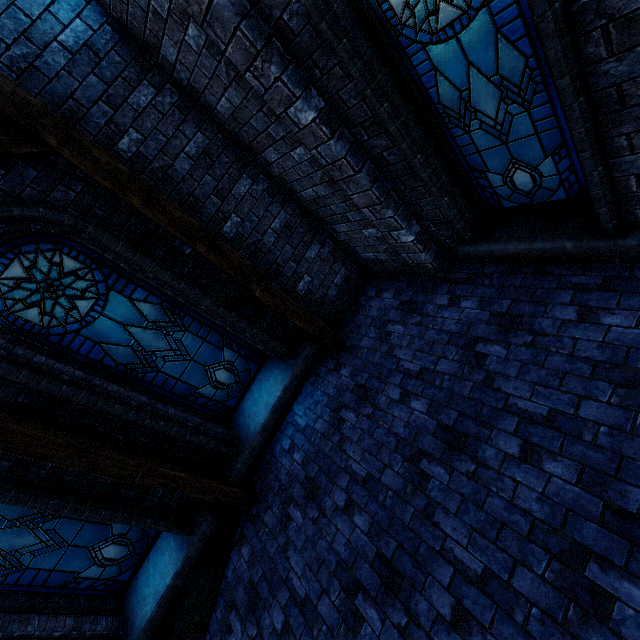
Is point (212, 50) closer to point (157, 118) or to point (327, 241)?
point (157, 118)

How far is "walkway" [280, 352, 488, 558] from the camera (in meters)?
3.56

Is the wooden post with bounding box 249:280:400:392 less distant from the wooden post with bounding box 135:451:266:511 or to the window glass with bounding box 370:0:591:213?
the wooden post with bounding box 135:451:266:511

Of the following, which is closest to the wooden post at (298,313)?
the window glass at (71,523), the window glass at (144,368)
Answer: the window glass at (144,368)

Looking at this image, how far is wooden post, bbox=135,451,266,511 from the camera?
4.2 meters

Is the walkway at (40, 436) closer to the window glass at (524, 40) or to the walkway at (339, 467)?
the walkway at (339, 467)

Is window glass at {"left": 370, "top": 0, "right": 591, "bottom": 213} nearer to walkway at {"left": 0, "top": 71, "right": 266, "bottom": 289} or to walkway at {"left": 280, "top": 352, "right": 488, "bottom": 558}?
walkway at {"left": 280, "top": 352, "right": 488, "bottom": 558}
